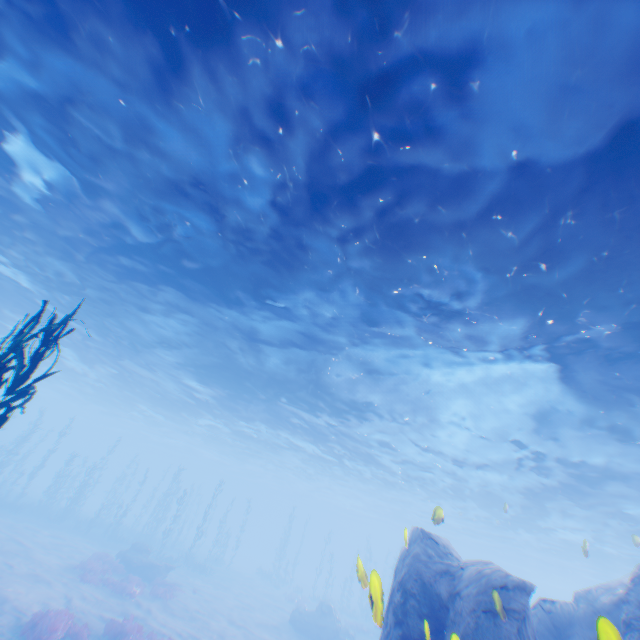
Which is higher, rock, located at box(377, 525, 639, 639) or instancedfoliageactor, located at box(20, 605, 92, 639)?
rock, located at box(377, 525, 639, 639)

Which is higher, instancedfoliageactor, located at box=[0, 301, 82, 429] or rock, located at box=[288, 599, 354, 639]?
instancedfoliageactor, located at box=[0, 301, 82, 429]

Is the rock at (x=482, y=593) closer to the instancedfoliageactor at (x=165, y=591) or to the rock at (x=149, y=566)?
the instancedfoliageactor at (x=165, y=591)

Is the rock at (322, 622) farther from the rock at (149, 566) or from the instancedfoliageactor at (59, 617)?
the instancedfoliageactor at (59, 617)

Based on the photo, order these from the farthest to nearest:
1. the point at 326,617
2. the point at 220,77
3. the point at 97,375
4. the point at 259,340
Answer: A: the point at 97,375 → the point at 326,617 → the point at 259,340 → the point at 220,77

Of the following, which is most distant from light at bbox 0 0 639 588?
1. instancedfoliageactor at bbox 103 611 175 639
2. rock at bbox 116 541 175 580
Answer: rock at bbox 116 541 175 580

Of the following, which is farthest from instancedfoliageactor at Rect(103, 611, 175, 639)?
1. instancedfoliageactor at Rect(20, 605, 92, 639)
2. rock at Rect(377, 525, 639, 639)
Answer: rock at Rect(377, 525, 639, 639)

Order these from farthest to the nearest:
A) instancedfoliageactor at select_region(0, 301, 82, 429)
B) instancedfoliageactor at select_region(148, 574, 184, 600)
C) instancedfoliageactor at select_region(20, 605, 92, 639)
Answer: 1. instancedfoliageactor at select_region(148, 574, 184, 600)
2. instancedfoliageactor at select_region(20, 605, 92, 639)
3. instancedfoliageactor at select_region(0, 301, 82, 429)
